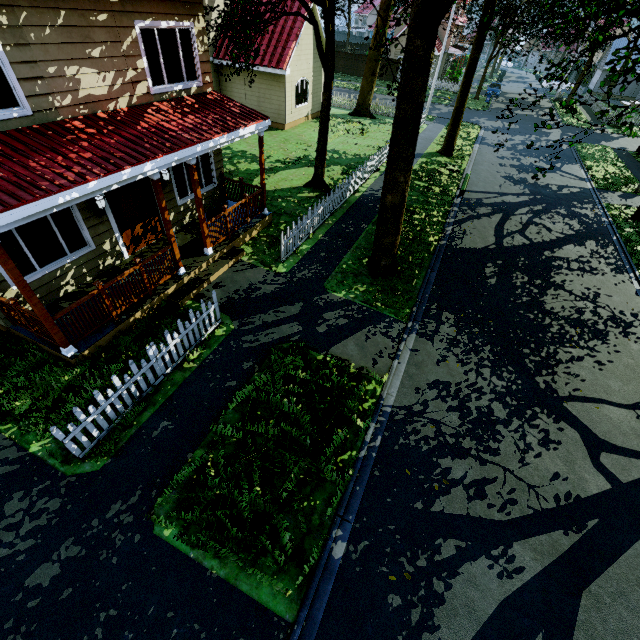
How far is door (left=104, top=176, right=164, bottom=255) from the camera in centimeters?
856cm

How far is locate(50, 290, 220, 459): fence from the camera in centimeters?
541cm

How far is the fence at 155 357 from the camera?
5.41m

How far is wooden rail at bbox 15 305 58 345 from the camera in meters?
6.2 m

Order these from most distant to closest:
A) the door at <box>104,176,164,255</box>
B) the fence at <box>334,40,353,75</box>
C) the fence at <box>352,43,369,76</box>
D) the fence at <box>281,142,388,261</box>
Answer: the fence at <box>334,40,353,75</box>
the fence at <box>352,43,369,76</box>
the fence at <box>281,142,388,261</box>
the door at <box>104,176,164,255</box>

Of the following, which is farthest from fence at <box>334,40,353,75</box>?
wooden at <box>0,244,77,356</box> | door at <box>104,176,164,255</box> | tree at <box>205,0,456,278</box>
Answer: wooden at <box>0,244,77,356</box>

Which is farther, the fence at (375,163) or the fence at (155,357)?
the fence at (375,163)

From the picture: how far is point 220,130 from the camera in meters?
8.4
